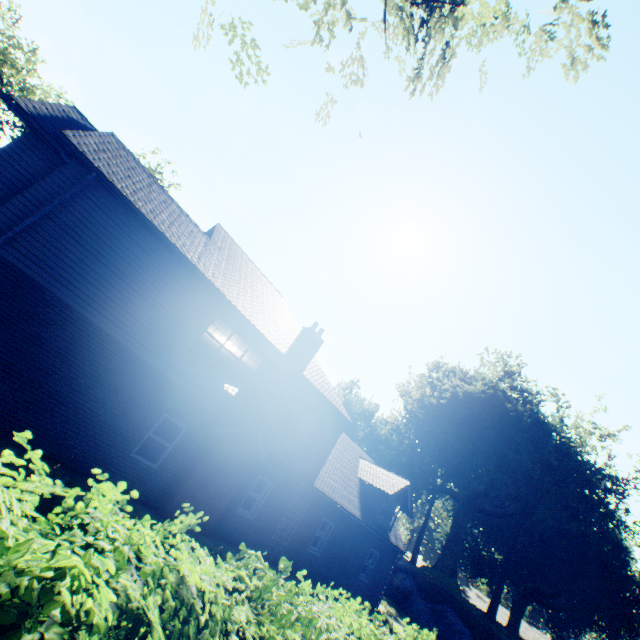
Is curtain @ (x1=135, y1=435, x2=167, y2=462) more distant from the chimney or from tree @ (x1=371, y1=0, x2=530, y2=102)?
tree @ (x1=371, y1=0, x2=530, y2=102)

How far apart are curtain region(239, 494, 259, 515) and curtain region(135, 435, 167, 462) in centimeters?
392cm

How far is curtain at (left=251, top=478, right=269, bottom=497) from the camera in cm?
1371

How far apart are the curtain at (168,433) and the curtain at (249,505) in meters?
Result: 3.9

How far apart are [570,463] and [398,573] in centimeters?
1805cm

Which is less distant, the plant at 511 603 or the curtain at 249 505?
the curtain at 249 505

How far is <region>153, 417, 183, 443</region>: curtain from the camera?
11.2m
